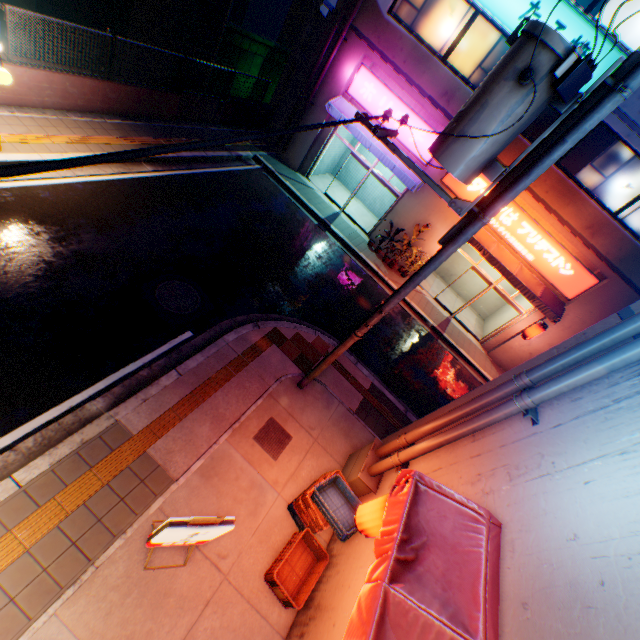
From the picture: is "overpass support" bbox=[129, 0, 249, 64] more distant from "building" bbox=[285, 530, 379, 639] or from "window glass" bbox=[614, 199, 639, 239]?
"window glass" bbox=[614, 199, 639, 239]

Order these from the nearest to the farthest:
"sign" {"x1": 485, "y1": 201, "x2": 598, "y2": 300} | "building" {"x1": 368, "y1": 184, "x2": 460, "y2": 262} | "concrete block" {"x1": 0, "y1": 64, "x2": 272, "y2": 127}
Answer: "concrete block" {"x1": 0, "y1": 64, "x2": 272, "y2": 127}, "sign" {"x1": 485, "y1": 201, "x2": 598, "y2": 300}, "building" {"x1": 368, "y1": 184, "x2": 460, "y2": 262}

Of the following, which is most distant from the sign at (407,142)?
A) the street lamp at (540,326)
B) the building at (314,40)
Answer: the street lamp at (540,326)

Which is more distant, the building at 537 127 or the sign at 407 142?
the sign at 407 142

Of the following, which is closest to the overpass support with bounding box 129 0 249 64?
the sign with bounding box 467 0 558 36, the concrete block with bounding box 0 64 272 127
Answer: the concrete block with bounding box 0 64 272 127

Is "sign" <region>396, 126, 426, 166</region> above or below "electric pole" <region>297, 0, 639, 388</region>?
below

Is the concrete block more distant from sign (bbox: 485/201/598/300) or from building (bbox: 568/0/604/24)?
sign (bbox: 485/201/598/300)

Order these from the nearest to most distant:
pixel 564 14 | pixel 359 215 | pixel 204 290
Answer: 1. pixel 204 290
2. pixel 564 14
3. pixel 359 215
